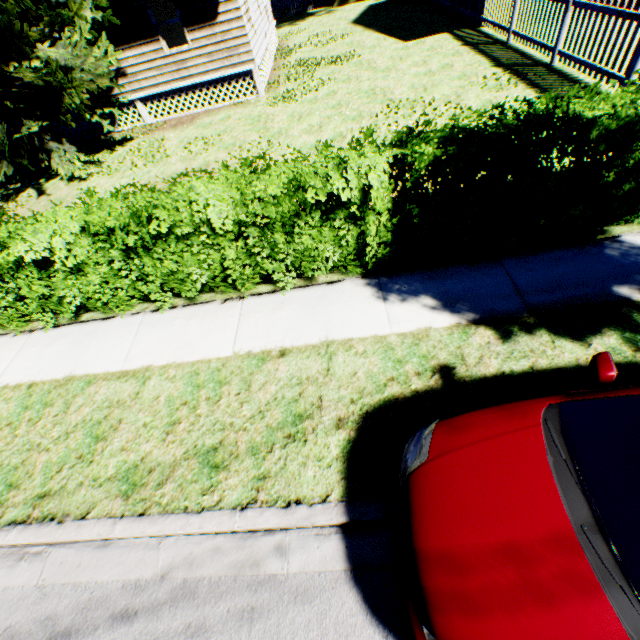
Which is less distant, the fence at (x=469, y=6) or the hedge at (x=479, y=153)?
the hedge at (x=479, y=153)

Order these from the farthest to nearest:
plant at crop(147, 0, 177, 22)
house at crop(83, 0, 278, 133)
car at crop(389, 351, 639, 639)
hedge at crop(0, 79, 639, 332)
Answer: plant at crop(147, 0, 177, 22), house at crop(83, 0, 278, 133), hedge at crop(0, 79, 639, 332), car at crop(389, 351, 639, 639)

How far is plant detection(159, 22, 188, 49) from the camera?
14.8 meters

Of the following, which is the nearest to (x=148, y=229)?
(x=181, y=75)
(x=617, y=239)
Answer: (x=617, y=239)

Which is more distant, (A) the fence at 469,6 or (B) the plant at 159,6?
(B) the plant at 159,6

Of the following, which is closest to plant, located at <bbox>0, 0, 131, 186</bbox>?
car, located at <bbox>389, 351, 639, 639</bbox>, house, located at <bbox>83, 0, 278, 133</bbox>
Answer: house, located at <bbox>83, 0, 278, 133</bbox>

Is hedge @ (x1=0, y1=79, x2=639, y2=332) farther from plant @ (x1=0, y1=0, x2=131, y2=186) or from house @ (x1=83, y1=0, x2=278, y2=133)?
house @ (x1=83, y1=0, x2=278, y2=133)

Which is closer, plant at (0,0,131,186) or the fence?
the fence
